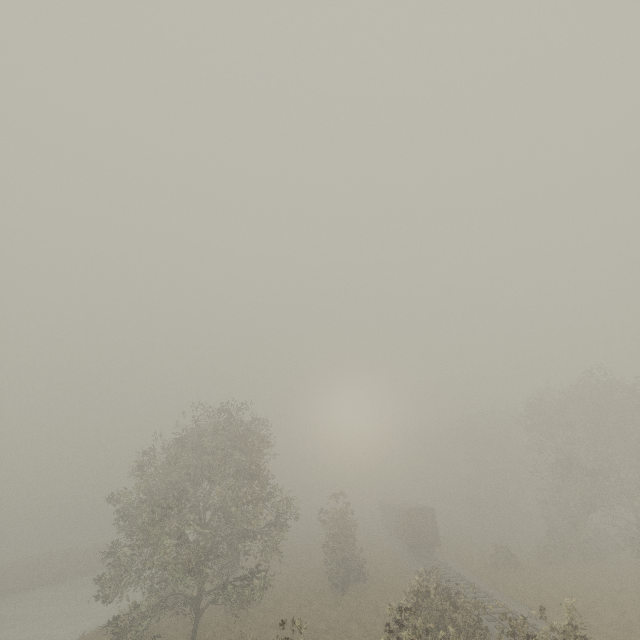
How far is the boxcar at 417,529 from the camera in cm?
3541

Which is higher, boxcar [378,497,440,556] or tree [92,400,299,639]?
tree [92,400,299,639]

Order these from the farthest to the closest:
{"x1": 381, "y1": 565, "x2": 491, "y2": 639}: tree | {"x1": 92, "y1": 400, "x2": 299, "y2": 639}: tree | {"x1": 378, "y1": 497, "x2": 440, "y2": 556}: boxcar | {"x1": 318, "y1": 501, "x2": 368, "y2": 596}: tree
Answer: {"x1": 378, "y1": 497, "x2": 440, "y2": 556}: boxcar → {"x1": 318, "y1": 501, "x2": 368, "y2": 596}: tree → {"x1": 92, "y1": 400, "x2": 299, "y2": 639}: tree → {"x1": 381, "y1": 565, "x2": 491, "y2": 639}: tree

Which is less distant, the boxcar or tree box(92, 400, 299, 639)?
tree box(92, 400, 299, 639)

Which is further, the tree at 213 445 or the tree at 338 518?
the tree at 338 518

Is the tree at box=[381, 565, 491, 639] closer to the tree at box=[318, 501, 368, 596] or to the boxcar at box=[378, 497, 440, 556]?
the tree at box=[318, 501, 368, 596]

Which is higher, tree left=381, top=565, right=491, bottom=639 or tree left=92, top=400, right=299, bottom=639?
tree left=92, top=400, right=299, bottom=639

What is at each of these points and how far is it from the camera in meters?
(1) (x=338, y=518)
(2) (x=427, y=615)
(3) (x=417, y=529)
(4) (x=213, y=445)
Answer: (1) tree, 31.1 m
(2) tree, 16.9 m
(3) boxcar, 35.9 m
(4) tree, 20.7 m
